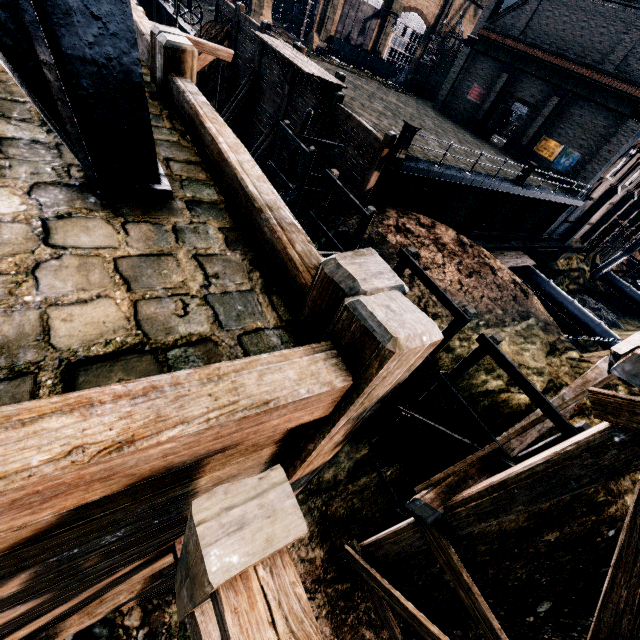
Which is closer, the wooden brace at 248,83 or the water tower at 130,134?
the water tower at 130,134

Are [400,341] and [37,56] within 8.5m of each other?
yes

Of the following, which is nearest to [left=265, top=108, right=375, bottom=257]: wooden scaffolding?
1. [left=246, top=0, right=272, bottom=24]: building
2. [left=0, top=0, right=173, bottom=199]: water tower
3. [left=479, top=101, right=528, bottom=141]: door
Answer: [left=0, top=0, right=173, bottom=199]: water tower

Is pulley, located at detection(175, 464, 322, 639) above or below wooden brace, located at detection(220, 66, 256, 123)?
above

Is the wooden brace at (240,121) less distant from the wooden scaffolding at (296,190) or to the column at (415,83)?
the wooden scaffolding at (296,190)

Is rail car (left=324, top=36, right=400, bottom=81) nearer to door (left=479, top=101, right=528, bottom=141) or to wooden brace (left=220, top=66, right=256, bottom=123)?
door (left=479, top=101, right=528, bottom=141)

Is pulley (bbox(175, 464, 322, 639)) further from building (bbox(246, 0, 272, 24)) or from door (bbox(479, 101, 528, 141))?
door (bbox(479, 101, 528, 141))

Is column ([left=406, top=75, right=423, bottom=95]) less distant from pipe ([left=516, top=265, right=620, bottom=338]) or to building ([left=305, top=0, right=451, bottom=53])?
building ([left=305, top=0, right=451, bottom=53])
